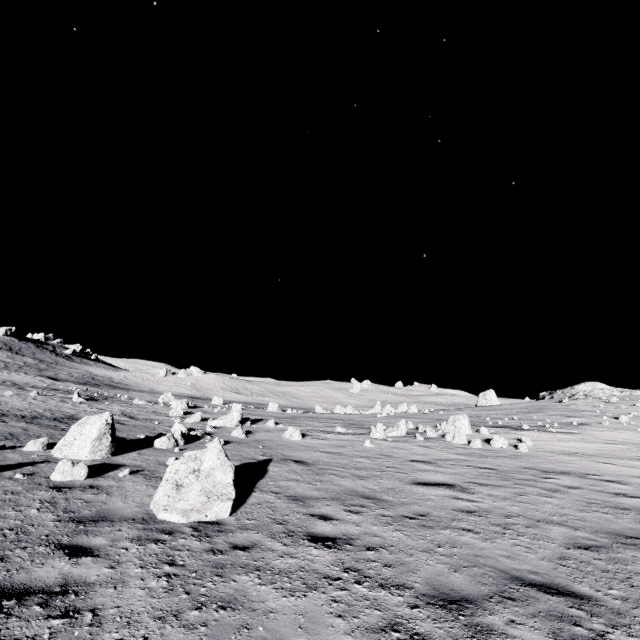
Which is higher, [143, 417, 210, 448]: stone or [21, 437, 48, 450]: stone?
[143, 417, 210, 448]: stone

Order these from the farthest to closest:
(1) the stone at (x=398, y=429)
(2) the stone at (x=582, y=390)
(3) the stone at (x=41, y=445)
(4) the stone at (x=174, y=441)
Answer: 1. (2) the stone at (x=582, y=390)
2. (1) the stone at (x=398, y=429)
3. (4) the stone at (x=174, y=441)
4. (3) the stone at (x=41, y=445)

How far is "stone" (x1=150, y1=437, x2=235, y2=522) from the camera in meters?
6.0

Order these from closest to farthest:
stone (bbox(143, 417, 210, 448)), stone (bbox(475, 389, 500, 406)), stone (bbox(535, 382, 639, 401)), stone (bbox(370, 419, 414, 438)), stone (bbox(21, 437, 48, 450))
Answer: stone (bbox(21, 437, 48, 450)), stone (bbox(143, 417, 210, 448)), stone (bbox(370, 419, 414, 438)), stone (bbox(535, 382, 639, 401)), stone (bbox(475, 389, 500, 406))

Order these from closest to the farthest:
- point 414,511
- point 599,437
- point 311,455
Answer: point 414,511 < point 311,455 < point 599,437

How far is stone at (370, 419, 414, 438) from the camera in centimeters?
1778cm

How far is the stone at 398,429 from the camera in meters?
17.8 m

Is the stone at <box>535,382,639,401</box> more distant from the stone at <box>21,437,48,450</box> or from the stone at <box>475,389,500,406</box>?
the stone at <box>21,437,48,450</box>
